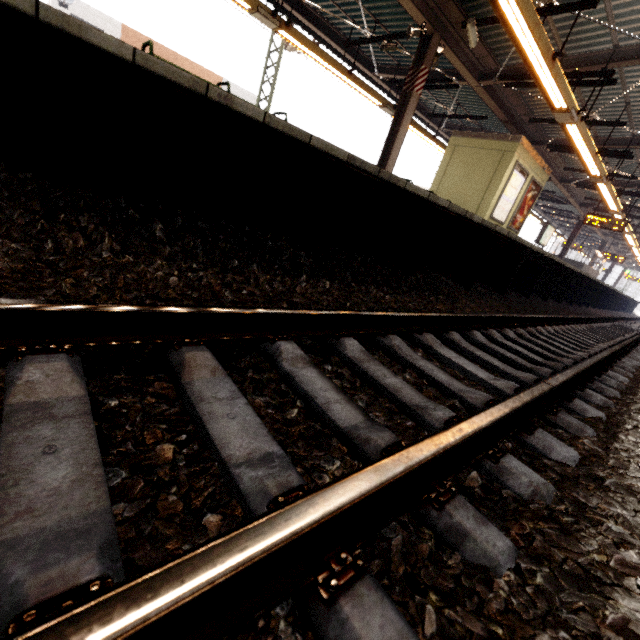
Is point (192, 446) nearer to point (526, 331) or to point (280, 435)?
point (280, 435)

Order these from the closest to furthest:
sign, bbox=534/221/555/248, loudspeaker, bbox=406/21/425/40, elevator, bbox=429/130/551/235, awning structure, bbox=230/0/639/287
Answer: awning structure, bbox=230/0/639/287 → loudspeaker, bbox=406/21/425/40 → elevator, bbox=429/130/551/235 → sign, bbox=534/221/555/248

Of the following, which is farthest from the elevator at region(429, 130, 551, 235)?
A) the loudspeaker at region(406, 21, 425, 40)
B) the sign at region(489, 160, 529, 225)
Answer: the loudspeaker at region(406, 21, 425, 40)

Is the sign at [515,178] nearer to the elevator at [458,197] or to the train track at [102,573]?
the elevator at [458,197]

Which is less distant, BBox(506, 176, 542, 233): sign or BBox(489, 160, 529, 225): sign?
BBox(489, 160, 529, 225): sign

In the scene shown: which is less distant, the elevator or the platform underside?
the platform underside

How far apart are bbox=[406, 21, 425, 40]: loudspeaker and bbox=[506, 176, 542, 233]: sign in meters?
6.4 m

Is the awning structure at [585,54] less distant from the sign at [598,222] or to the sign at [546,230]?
the sign at [598,222]
